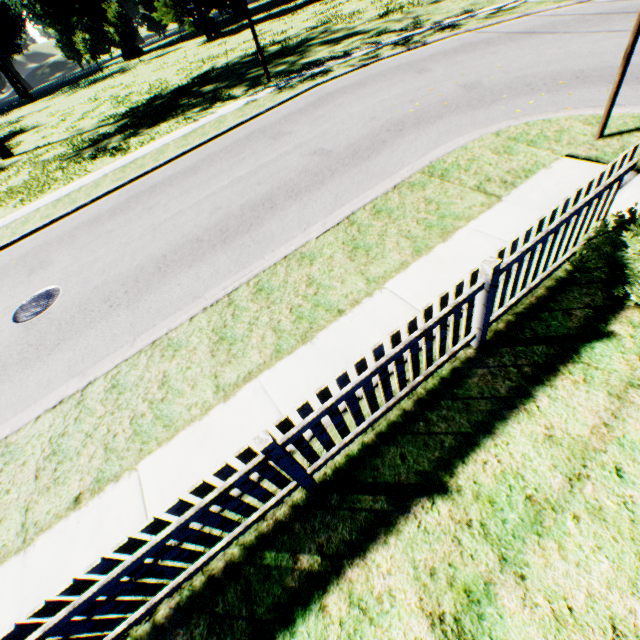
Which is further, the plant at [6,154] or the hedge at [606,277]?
the plant at [6,154]

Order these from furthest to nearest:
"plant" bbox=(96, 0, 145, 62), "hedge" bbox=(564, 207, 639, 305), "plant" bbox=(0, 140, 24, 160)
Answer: "plant" bbox=(96, 0, 145, 62) < "plant" bbox=(0, 140, 24, 160) < "hedge" bbox=(564, 207, 639, 305)

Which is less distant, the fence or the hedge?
the fence

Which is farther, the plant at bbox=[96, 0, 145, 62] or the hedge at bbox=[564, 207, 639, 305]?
the plant at bbox=[96, 0, 145, 62]

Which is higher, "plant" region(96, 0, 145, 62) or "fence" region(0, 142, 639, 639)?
"plant" region(96, 0, 145, 62)

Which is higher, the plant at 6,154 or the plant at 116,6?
the plant at 116,6

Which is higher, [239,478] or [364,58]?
[239,478]

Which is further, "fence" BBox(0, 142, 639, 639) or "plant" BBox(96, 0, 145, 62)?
"plant" BBox(96, 0, 145, 62)
